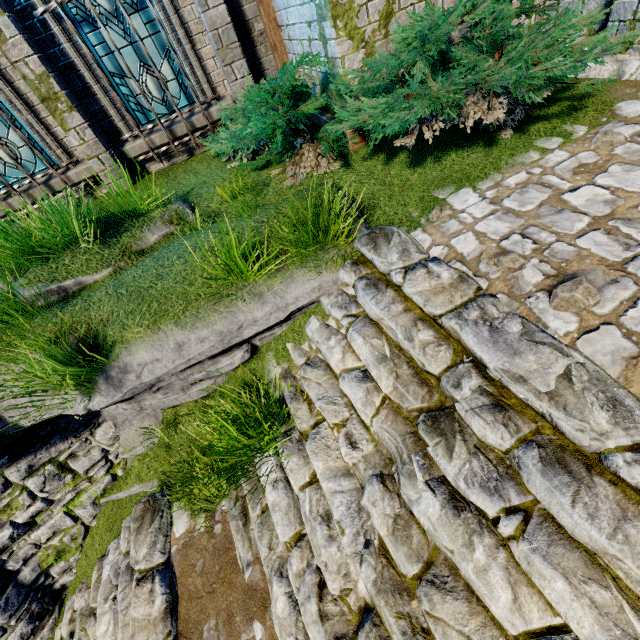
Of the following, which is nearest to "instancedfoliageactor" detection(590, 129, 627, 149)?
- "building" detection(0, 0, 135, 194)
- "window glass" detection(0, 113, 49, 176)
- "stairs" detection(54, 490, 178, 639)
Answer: "building" detection(0, 0, 135, 194)

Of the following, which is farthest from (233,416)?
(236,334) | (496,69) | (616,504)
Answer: (496,69)

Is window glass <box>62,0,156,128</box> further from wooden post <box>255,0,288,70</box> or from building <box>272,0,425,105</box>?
wooden post <box>255,0,288,70</box>

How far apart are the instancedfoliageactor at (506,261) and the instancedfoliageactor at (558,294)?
0.35m

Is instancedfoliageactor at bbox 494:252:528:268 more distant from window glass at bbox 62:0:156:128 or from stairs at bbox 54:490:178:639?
window glass at bbox 62:0:156:128

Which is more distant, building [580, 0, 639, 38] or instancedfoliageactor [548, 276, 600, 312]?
building [580, 0, 639, 38]

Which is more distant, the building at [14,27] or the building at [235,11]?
the building at [235,11]

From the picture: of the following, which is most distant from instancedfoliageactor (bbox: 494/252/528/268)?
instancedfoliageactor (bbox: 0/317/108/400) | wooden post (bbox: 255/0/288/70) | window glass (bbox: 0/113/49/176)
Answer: window glass (bbox: 0/113/49/176)
